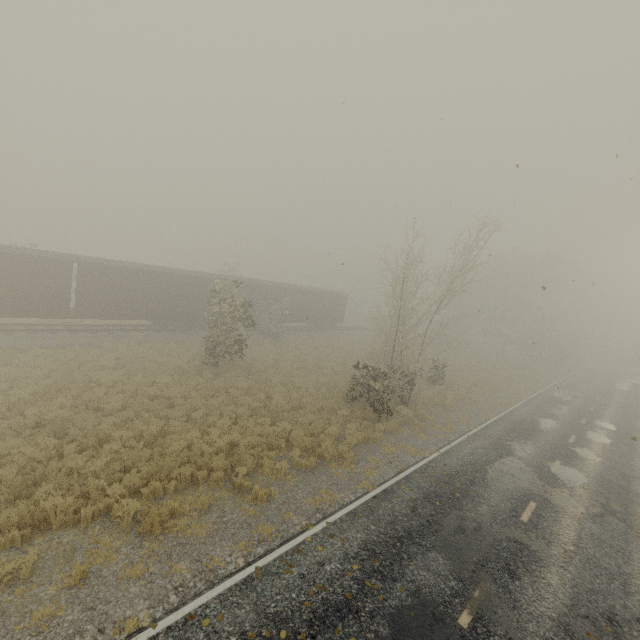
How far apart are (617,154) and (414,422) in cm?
1413
